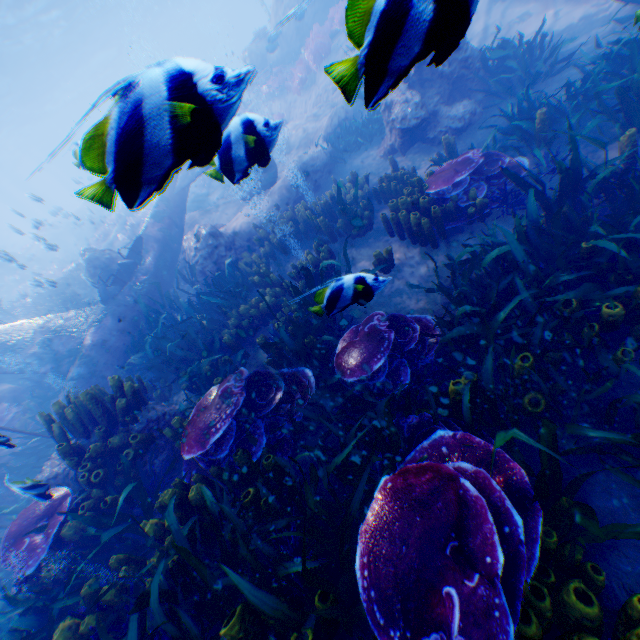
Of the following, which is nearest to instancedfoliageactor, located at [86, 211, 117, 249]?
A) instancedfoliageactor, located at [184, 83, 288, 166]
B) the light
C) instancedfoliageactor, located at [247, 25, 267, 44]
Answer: the light

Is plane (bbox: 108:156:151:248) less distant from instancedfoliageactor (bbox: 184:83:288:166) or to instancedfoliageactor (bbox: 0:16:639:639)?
instancedfoliageactor (bbox: 0:16:639:639)

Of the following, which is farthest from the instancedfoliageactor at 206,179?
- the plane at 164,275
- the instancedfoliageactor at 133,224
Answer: the instancedfoliageactor at 133,224

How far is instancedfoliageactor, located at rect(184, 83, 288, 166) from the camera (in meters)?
1.40

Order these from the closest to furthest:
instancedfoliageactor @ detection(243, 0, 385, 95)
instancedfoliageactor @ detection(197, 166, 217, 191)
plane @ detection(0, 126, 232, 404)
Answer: instancedfoliageactor @ detection(243, 0, 385, 95) < instancedfoliageactor @ detection(197, 166, 217, 191) < plane @ detection(0, 126, 232, 404)

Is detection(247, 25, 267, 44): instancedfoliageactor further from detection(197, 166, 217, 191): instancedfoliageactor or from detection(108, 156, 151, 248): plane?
detection(108, 156, 151, 248): plane

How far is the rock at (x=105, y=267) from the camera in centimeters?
1033cm

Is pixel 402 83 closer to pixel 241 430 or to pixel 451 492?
pixel 451 492
